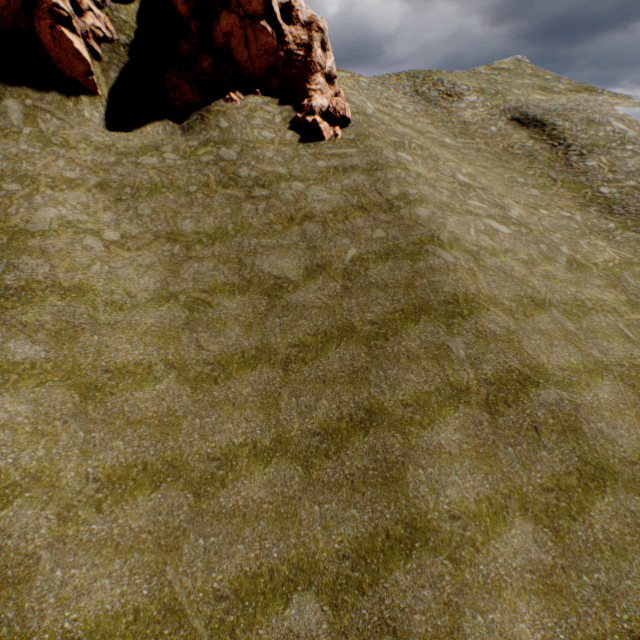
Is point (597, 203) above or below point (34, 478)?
above

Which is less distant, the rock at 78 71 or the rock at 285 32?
the rock at 78 71

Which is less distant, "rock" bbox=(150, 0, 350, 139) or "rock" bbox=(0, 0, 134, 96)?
"rock" bbox=(0, 0, 134, 96)
